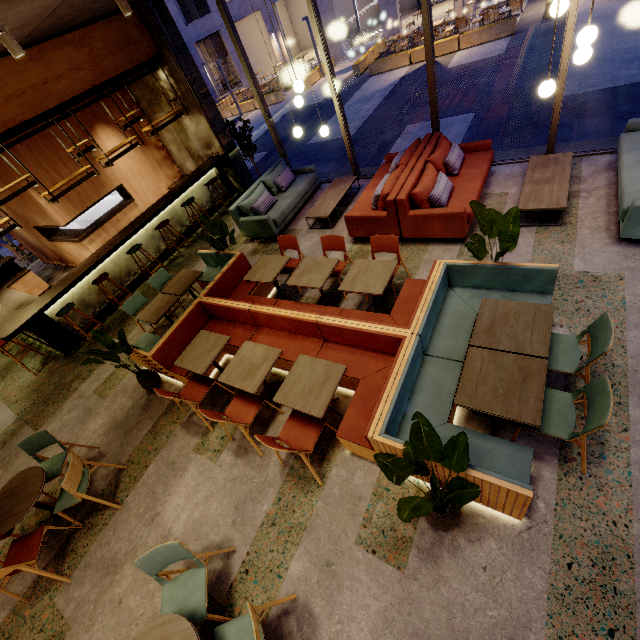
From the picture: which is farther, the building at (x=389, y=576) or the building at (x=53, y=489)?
the building at (x=53, y=489)

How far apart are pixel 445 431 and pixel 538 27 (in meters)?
16.96

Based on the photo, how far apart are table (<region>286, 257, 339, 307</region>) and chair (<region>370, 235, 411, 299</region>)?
0.5m

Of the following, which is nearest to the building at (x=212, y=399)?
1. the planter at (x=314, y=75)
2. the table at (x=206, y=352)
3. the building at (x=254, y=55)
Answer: the table at (x=206, y=352)

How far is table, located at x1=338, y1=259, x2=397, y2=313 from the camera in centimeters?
415cm

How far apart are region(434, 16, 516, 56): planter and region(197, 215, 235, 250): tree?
14.3m

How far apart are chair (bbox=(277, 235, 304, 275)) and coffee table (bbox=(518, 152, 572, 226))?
3.39m

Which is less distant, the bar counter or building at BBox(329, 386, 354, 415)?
building at BBox(329, 386, 354, 415)
